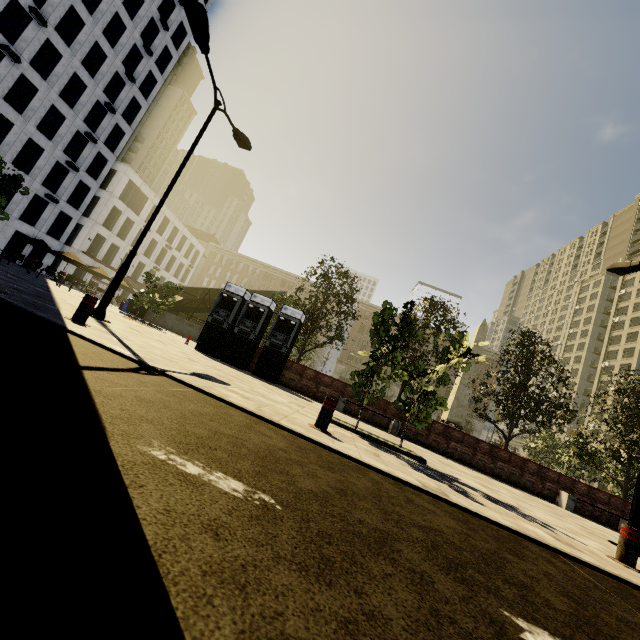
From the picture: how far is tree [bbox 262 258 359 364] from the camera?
17.58m

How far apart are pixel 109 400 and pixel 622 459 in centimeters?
2133cm

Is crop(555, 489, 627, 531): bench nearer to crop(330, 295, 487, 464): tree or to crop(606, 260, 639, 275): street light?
crop(330, 295, 487, 464): tree

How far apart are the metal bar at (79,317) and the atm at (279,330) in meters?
7.5 m

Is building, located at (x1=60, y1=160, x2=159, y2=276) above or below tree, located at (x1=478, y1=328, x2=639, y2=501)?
above

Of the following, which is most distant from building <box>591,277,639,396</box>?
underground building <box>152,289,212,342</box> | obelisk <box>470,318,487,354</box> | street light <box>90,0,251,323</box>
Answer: obelisk <box>470,318,487,354</box>

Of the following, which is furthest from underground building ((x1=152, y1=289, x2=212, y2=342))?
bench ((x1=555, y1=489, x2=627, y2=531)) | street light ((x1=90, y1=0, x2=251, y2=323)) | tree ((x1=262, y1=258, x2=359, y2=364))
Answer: → bench ((x1=555, y1=489, x2=627, y2=531))

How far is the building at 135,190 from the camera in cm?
3828
